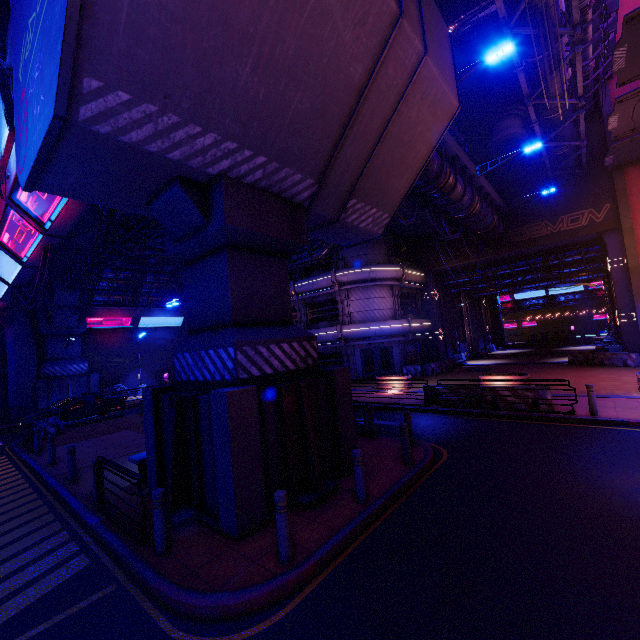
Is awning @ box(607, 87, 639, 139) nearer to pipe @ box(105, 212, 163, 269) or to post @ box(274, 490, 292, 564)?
pipe @ box(105, 212, 163, 269)

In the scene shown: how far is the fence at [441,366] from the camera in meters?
25.4 m

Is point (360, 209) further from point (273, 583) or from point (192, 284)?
point (273, 583)

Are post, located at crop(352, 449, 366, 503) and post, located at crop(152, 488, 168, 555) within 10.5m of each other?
yes

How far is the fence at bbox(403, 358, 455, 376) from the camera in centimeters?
2541cm

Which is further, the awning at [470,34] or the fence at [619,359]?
the fence at [619,359]

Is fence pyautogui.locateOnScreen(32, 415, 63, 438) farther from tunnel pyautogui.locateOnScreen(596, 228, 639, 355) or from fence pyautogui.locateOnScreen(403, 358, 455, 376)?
tunnel pyautogui.locateOnScreen(596, 228, 639, 355)

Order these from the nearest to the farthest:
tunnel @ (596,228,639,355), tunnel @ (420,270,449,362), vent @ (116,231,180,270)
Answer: tunnel @ (596,228,639,355), vent @ (116,231,180,270), tunnel @ (420,270,449,362)
